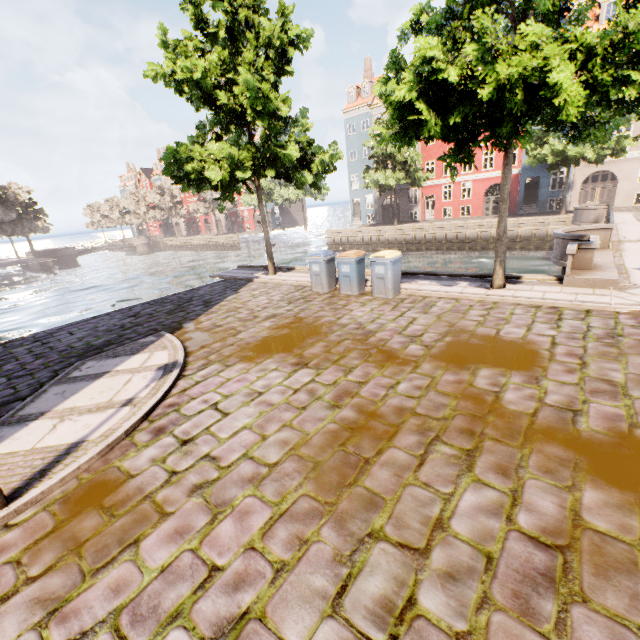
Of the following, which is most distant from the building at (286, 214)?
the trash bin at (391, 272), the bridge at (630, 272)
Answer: the bridge at (630, 272)

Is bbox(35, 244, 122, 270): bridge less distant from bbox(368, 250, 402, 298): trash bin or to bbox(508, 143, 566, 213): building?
bbox(508, 143, 566, 213): building

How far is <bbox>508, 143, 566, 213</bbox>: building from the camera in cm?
3006

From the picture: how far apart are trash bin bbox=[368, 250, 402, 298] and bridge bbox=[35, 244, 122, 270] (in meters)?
60.96

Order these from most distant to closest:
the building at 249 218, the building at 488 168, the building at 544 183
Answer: Answer:
the building at 249 218
the building at 488 168
the building at 544 183

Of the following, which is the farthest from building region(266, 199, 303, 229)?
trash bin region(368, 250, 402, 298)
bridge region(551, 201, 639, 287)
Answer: bridge region(551, 201, 639, 287)

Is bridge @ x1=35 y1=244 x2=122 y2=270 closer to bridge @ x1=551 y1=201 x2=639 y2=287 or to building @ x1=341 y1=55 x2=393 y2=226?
building @ x1=341 y1=55 x2=393 y2=226

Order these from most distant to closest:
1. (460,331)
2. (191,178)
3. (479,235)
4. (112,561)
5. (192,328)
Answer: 1. (479,235)
2. (191,178)
3. (192,328)
4. (460,331)
5. (112,561)
